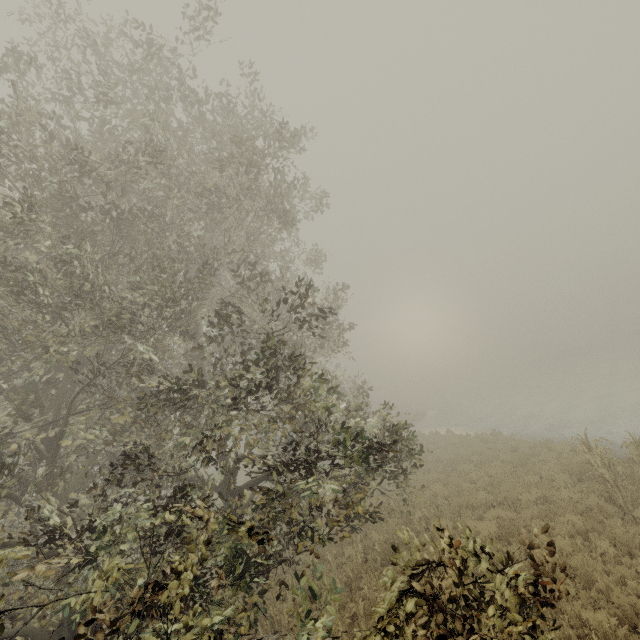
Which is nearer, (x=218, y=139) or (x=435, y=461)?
(x=218, y=139)
